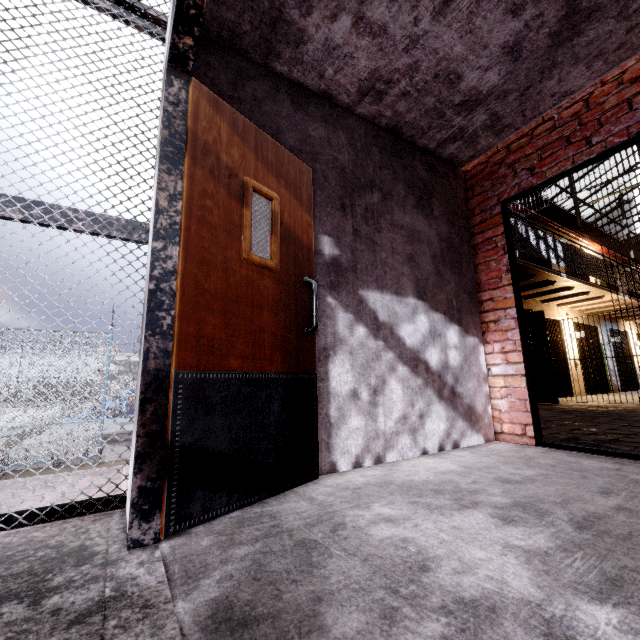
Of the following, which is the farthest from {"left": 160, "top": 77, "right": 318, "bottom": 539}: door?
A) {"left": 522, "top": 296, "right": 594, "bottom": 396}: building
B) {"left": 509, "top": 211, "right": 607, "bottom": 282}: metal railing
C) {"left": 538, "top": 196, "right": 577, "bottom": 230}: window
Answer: {"left": 538, "top": 196, "right": 577, "bottom": 230}: window

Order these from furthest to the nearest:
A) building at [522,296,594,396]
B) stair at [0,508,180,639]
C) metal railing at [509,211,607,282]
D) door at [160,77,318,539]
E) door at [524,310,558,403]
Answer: building at [522,296,594,396]
door at [524,310,558,403]
metal railing at [509,211,607,282]
door at [160,77,318,539]
stair at [0,508,180,639]

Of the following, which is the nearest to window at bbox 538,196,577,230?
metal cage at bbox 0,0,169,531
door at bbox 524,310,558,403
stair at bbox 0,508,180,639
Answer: door at bbox 524,310,558,403

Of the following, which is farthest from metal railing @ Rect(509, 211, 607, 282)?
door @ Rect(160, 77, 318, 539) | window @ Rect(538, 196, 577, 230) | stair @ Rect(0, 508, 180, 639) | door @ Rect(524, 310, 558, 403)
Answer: stair @ Rect(0, 508, 180, 639)

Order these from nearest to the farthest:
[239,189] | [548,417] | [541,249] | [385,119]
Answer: [239,189], [385,119], [548,417], [541,249]

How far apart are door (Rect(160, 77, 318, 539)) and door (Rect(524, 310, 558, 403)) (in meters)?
7.50

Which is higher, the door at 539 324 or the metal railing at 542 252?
the metal railing at 542 252

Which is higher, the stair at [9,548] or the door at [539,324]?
the door at [539,324]
